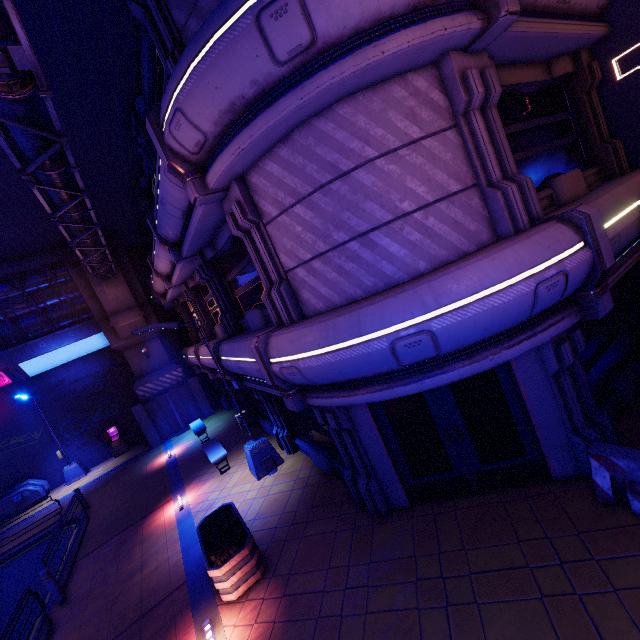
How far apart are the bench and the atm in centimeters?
1062cm

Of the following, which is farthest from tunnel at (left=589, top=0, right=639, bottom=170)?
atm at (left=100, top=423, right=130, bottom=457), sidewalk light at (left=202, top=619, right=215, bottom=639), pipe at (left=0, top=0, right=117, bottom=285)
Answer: atm at (left=100, top=423, right=130, bottom=457)

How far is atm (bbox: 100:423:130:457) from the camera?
20.8 meters

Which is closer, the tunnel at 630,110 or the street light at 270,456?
the tunnel at 630,110

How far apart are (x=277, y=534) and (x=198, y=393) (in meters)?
14.60

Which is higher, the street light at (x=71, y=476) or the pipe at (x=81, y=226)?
the pipe at (x=81, y=226)

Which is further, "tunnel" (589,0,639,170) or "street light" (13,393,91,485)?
"street light" (13,393,91,485)

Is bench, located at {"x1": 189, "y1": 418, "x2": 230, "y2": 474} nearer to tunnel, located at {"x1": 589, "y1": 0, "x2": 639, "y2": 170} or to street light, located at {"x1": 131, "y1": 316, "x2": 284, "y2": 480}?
street light, located at {"x1": 131, "y1": 316, "x2": 284, "y2": 480}
